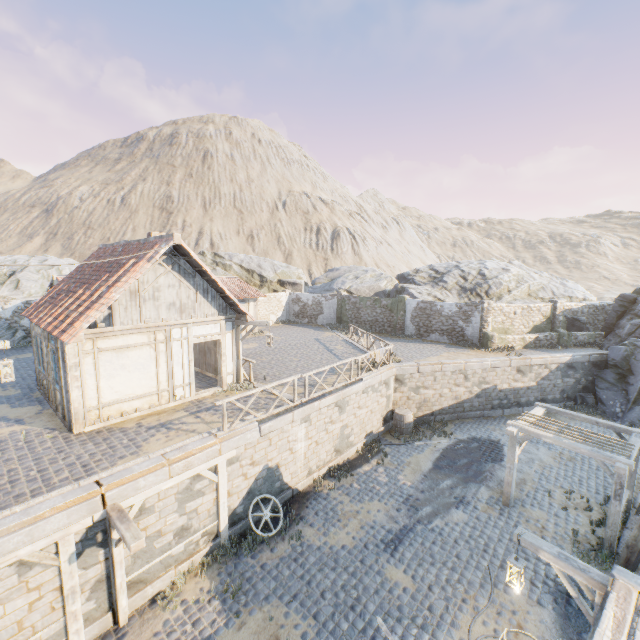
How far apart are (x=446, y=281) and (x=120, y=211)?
58.4 meters

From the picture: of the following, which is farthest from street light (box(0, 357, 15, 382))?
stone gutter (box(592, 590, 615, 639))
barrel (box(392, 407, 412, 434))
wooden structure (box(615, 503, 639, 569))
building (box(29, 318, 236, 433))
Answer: wooden structure (box(615, 503, 639, 569))

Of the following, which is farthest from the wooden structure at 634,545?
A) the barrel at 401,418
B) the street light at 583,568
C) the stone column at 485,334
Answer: the stone column at 485,334

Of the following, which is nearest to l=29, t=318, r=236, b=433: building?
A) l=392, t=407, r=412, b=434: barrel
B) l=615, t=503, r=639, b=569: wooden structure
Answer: l=392, t=407, r=412, b=434: barrel

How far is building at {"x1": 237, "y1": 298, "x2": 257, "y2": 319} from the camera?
24.55m

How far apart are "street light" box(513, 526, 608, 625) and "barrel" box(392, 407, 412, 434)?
9.5m

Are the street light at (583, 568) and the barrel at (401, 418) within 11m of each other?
yes
